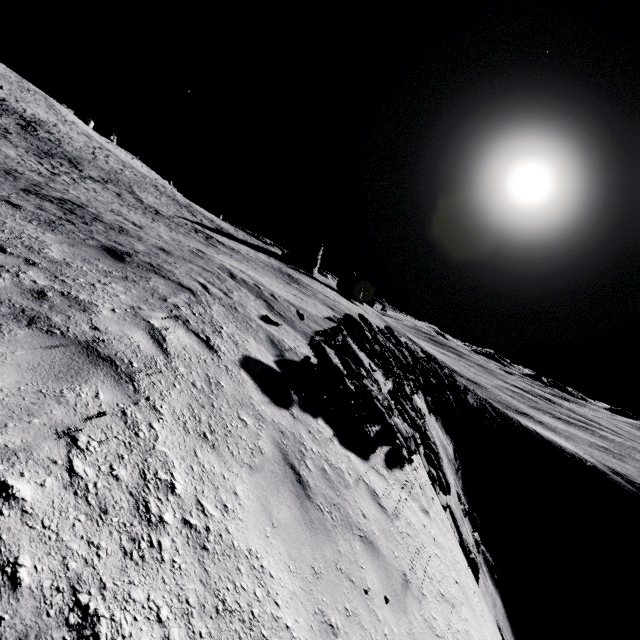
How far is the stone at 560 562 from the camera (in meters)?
29.82

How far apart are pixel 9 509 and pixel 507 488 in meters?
40.2

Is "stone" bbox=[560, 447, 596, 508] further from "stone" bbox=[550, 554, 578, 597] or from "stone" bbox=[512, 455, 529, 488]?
"stone" bbox=[512, 455, 529, 488]

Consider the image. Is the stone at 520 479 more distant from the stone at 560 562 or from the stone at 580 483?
the stone at 580 483

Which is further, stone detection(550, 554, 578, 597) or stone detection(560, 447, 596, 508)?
stone detection(560, 447, 596, 508)

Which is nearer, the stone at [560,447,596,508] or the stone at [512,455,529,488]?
the stone at [512,455,529,488]

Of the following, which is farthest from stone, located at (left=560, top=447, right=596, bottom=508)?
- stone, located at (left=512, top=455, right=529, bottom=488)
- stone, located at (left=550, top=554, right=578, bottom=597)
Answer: stone, located at (left=512, top=455, right=529, bottom=488)
